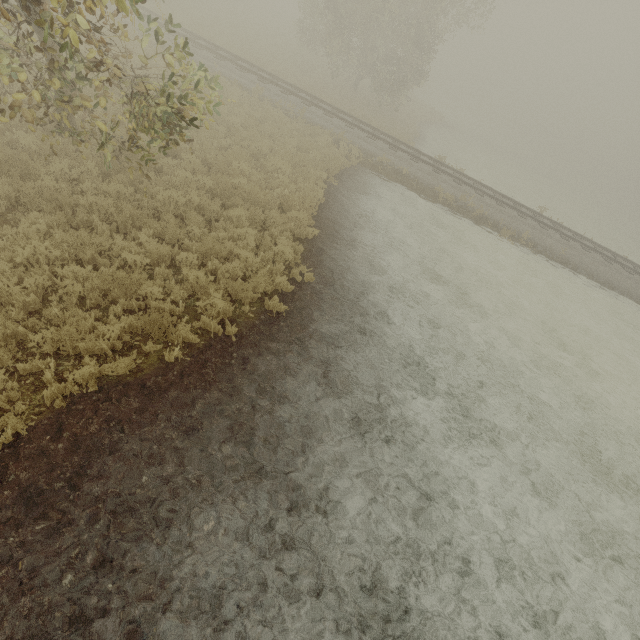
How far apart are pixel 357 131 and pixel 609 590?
20.4 meters
